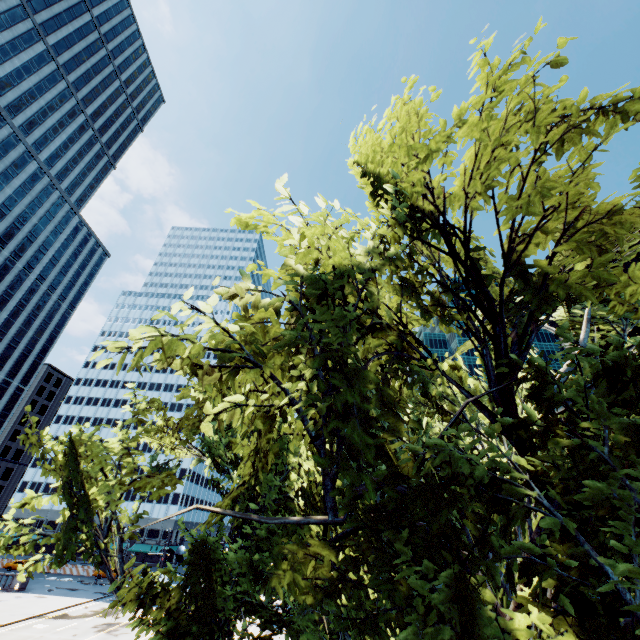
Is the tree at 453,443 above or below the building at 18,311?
below

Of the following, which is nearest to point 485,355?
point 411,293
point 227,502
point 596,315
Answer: point 411,293

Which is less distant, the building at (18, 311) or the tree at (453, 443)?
the tree at (453, 443)

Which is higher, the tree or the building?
the building

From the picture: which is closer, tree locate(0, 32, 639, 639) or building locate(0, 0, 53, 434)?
tree locate(0, 32, 639, 639)
